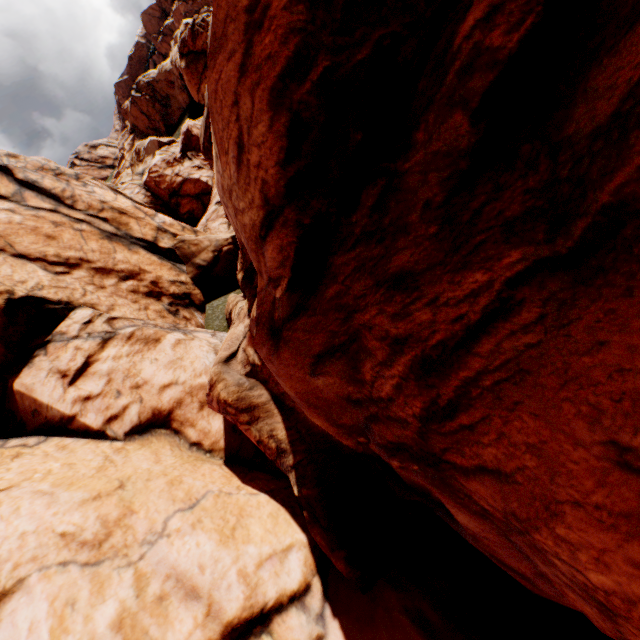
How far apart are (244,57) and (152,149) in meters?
67.9
